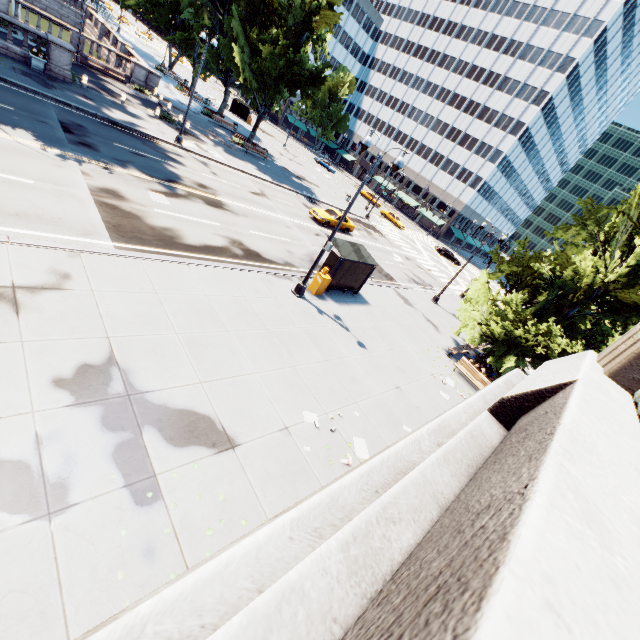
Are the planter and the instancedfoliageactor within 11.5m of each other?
no

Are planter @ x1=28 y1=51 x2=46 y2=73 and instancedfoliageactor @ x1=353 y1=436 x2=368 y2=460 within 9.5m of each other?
no

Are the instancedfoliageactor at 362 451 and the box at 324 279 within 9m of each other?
yes

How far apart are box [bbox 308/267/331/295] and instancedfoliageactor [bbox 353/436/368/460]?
8.2m

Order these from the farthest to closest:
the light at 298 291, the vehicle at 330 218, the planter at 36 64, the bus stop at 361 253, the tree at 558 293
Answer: the vehicle at 330 218
the planter at 36 64
the bus stop at 361 253
the tree at 558 293
the light at 298 291

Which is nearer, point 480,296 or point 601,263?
point 601,263

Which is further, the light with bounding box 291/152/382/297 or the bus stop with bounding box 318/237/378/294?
the bus stop with bounding box 318/237/378/294

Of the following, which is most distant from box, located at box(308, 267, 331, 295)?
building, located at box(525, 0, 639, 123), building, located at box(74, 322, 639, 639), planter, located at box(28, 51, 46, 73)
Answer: building, located at box(525, 0, 639, 123)
